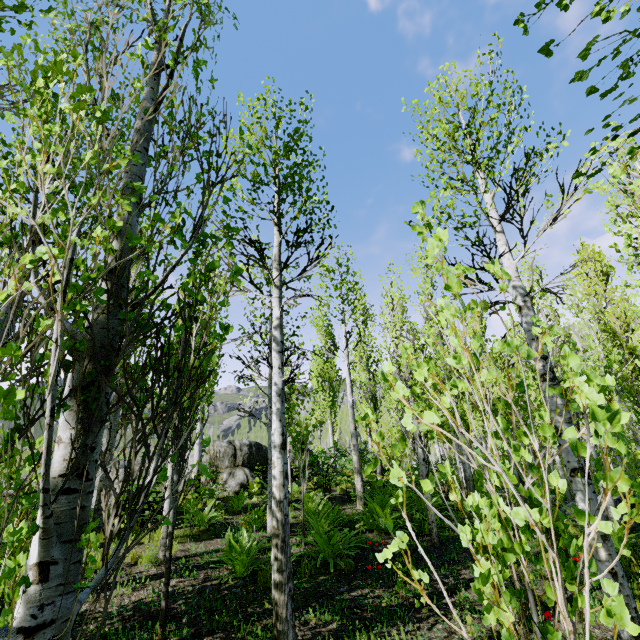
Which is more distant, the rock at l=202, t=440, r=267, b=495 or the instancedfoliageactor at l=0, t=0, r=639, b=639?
the rock at l=202, t=440, r=267, b=495

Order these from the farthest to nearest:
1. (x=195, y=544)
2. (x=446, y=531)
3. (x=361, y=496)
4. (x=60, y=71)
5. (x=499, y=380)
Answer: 1. (x=499, y=380)
2. (x=361, y=496)
3. (x=446, y=531)
4. (x=195, y=544)
5. (x=60, y=71)

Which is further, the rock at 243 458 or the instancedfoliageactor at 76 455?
the rock at 243 458

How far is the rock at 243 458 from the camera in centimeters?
1272cm

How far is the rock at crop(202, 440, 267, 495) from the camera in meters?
12.7
